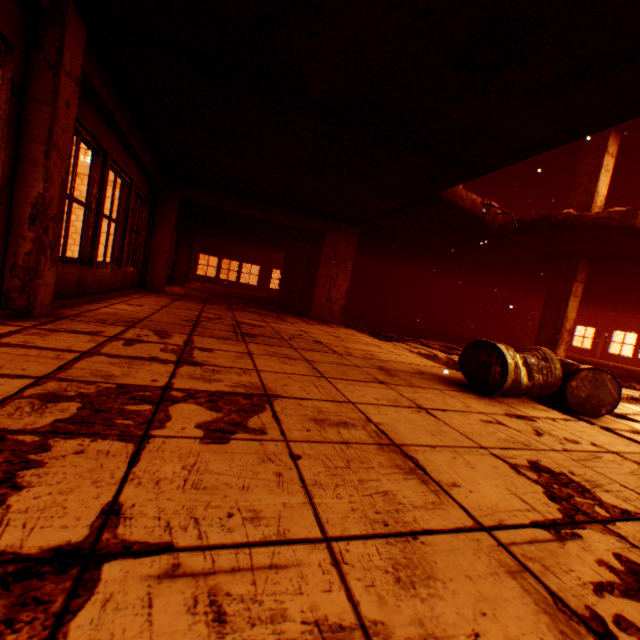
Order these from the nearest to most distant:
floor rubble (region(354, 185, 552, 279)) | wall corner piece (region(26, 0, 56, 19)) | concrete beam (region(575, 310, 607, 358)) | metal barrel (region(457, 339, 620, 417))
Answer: wall corner piece (region(26, 0, 56, 19))
metal barrel (region(457, 339, 620, 417))
floor rubble (region(354, 185, 552, 279))
concrete beam (region(575, 310, 607, 358))

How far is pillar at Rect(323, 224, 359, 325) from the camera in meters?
8.7 m

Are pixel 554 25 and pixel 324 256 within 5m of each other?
no

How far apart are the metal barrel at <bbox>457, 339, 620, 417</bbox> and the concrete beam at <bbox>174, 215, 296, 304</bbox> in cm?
1048

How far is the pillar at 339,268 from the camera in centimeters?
871cm

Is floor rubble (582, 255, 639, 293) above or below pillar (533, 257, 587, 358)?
above

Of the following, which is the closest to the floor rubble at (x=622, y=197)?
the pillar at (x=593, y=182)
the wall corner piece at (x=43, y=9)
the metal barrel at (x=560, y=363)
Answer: the pillar at (x=593, y=182)

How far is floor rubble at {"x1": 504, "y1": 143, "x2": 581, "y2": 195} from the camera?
8.74m
